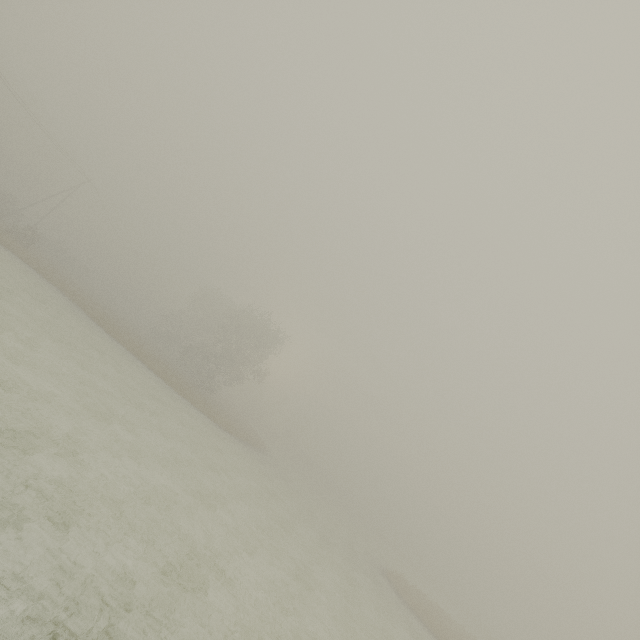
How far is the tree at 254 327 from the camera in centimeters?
4112cm

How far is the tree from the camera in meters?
41.1 m

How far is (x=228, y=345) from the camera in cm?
4316
